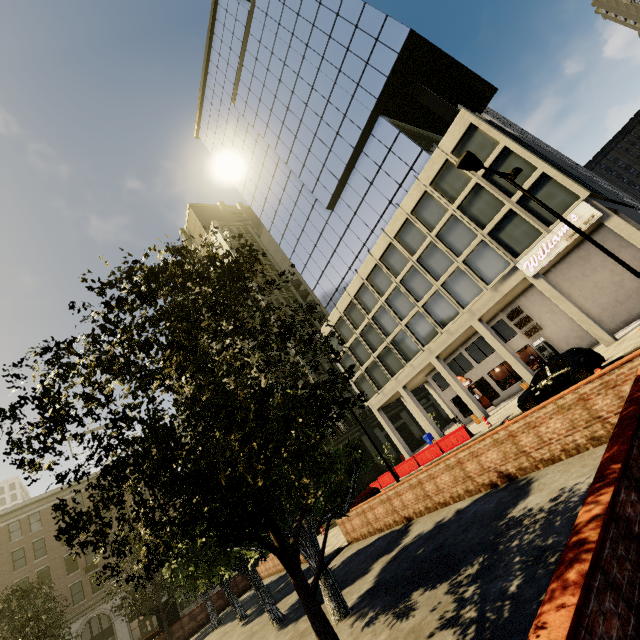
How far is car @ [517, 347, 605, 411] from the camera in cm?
1352

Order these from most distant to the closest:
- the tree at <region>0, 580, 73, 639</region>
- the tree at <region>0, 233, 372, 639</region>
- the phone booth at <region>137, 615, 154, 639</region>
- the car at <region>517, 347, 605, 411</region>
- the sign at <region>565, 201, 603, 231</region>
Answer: the phone booth at <region>137, 615, 154, 639</region> < the sign at <region>565, 201, 603, 231</region> < the tree at <region>0, 580, 73, 639</region> < the car at <region>517, 347, 605, 411</region> < the tree at <region>0, 233, 372, 639</region>

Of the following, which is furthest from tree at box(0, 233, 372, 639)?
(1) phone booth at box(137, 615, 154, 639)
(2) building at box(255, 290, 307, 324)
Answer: (1) phone booth at box(137, 615, 154, 639)

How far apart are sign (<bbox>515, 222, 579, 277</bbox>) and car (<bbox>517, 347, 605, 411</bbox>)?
7.28m

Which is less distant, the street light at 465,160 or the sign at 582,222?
the street light at 465,160

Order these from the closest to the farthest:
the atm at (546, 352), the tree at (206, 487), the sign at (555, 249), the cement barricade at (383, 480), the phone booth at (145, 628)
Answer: the tree at (206, 487) → the sign at (555, 249) → the atm at (546, 352) → the cement barricade at (383, 480) → the phone booth at (145, 628)

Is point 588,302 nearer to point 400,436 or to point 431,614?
point 431,614

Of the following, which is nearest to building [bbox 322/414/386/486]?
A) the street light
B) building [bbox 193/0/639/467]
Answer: building [bbox 193/0/639/467]
